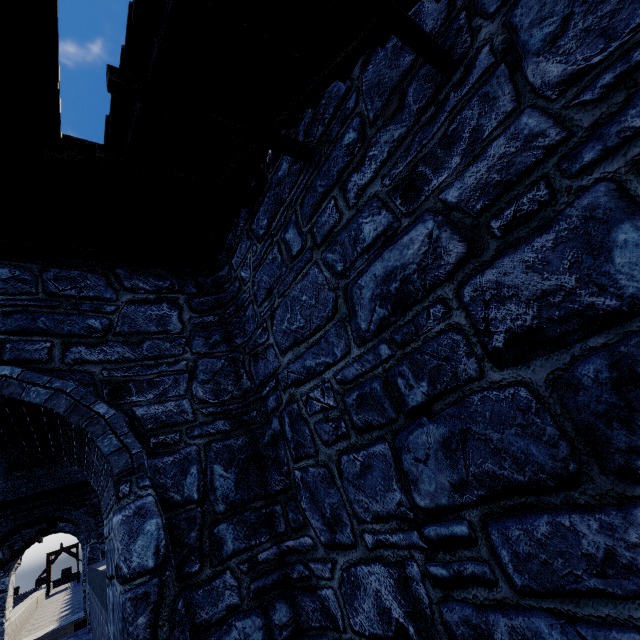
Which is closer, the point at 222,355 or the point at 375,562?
the point at 375,562
